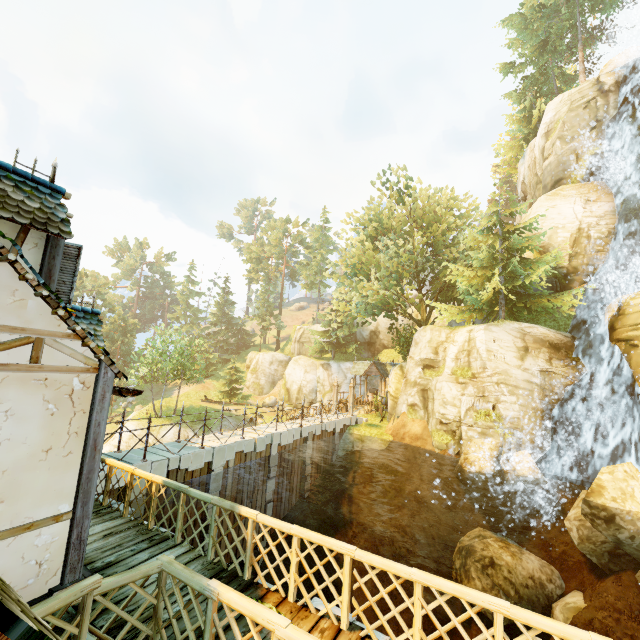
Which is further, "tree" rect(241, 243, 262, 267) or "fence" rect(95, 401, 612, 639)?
"tree" rect(241, 243, 262, 267)

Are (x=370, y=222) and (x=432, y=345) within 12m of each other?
no

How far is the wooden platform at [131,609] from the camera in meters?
4.2 m

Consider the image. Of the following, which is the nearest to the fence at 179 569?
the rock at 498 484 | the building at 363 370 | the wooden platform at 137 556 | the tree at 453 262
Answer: the wooden platform at 137 556

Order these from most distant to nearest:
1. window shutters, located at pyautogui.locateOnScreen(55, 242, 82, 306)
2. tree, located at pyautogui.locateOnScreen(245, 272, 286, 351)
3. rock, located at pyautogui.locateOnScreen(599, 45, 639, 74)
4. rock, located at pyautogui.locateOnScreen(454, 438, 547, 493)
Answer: tree, located at pyautogui.locateOnScreen(245, 272, 286, 351) → rock, located at pyautogui.locateOnScreen(599, 45, 639, 74) → rock, located at pyautogui.locateOnScreen(454, 438, 547, 493) → window shutters, located at pyautogui.locateOnScreen(55, 242, 82, 306)

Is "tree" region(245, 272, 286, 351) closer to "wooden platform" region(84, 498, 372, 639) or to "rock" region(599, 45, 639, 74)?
"wooden platform" region(84, 498, 372, 639)

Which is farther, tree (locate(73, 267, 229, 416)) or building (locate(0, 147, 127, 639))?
tree (locate(73, 267, 229, 416))

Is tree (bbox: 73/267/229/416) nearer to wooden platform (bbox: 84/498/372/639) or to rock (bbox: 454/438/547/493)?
wooden platform (bbox: 84/498/372/639)
